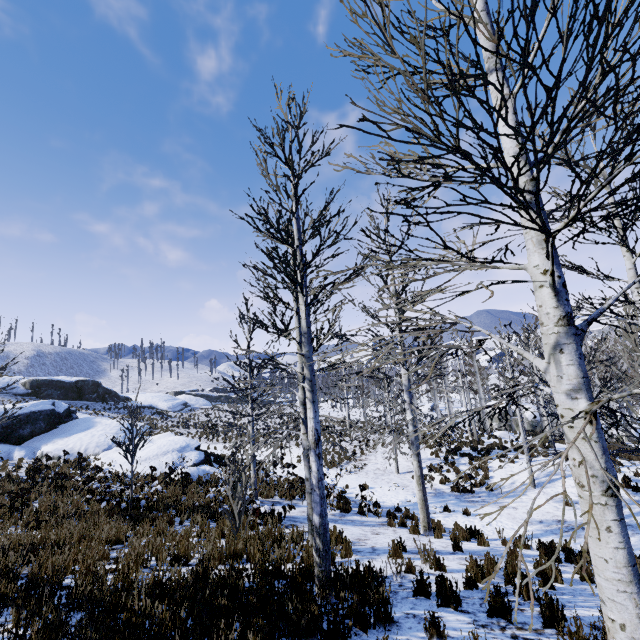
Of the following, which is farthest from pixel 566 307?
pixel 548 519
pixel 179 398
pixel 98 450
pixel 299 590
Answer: pixel 179 398

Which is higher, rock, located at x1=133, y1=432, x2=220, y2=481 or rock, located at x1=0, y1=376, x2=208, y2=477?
rock, located at x1=0, y1=376, x2=208, y2=477

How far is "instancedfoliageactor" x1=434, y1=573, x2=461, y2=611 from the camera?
4.3 meters

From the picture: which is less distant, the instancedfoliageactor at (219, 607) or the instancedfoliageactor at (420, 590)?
the instancedfoliageactor at (219, 607)

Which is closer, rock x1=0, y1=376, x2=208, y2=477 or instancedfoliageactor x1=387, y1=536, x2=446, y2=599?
instancedfoliageactor x1=387, y1=536, x2=446, y2=599

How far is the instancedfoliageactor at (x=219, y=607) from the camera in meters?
3.5 m
